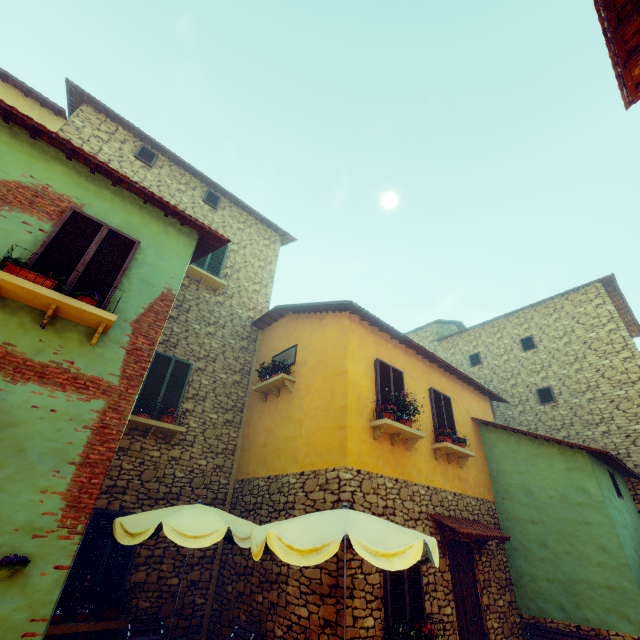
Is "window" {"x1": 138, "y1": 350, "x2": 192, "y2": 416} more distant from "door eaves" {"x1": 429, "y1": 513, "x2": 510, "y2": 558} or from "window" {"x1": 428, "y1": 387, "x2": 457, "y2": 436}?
"door eaves" {"x1": 429, "y1": 513, "x2": 510, "y2": 558}

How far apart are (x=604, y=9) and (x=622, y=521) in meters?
11.1 m

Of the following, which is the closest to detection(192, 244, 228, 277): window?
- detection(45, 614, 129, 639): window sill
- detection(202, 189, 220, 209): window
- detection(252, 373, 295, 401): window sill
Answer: detection(202, 189, 220, 209): window

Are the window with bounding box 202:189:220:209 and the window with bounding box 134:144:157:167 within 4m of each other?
yes

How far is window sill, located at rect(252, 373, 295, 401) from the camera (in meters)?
8.66

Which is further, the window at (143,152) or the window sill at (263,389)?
the window at (143,152)

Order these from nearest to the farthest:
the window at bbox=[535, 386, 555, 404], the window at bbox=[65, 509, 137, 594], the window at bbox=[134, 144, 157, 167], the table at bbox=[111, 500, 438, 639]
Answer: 1. the table at bbox=[111, 500, 438, 639]
2. the window at bbox=[65, 509, 137, 594]
3. the window at bbox=[134, 144, 157, 167]
4. the window at bbox=[535, 386, 555, 404]

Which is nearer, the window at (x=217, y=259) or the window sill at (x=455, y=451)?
the window sill at (x=455, y=451)
